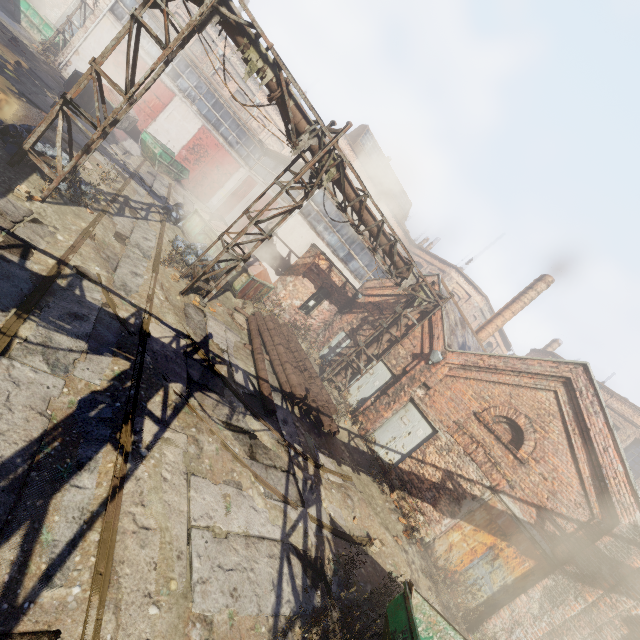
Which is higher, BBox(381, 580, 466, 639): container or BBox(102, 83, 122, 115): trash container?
BBox(102, 83, 122, 115): trash container

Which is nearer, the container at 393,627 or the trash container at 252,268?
the container at 393,627

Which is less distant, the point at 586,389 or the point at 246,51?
the point at 246,51

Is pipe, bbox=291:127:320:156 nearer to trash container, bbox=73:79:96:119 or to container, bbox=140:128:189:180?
trash container, bbox=73:79:96:119

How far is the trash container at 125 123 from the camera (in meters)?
19.25

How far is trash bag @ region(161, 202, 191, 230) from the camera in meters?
15.1

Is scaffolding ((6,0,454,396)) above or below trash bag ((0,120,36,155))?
above

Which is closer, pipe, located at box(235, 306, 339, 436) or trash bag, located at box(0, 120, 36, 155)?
trash bag, located at box(0, 120, 36, 155)
